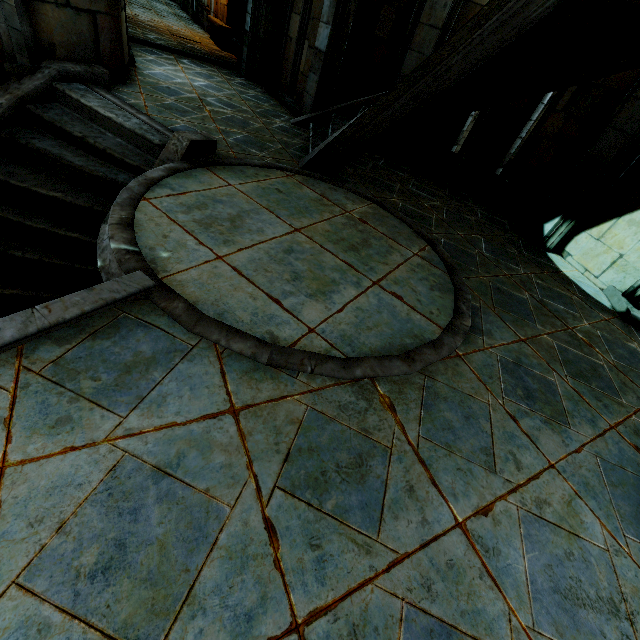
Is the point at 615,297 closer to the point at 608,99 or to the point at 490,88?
the point at 608,99
